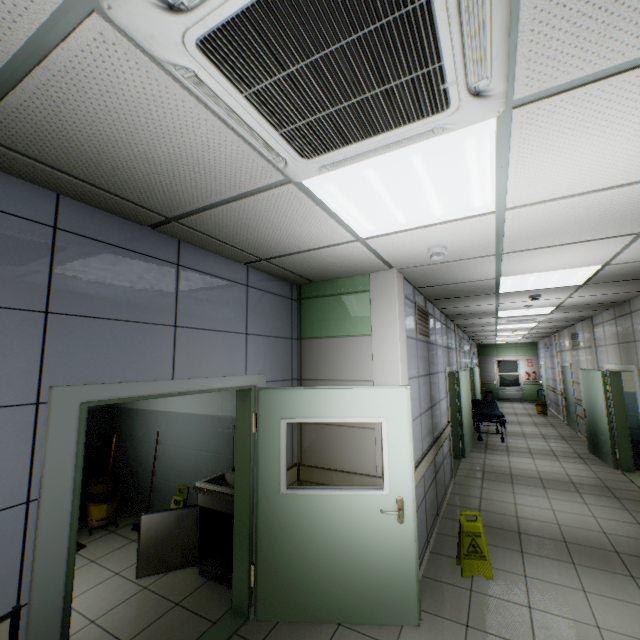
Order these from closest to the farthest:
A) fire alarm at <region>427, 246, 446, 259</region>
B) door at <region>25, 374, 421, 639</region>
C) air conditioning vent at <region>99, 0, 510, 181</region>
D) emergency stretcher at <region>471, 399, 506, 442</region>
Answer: air conditioning vent at <region>99, 0, 510, 181</region> → door at <region>25, 374, 421, 639</region> → fire alarm at <region>427, 246, 446, 259</region> → emergency stretcher at <region>471, 399, 506, 442</region>

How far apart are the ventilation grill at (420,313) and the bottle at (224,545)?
3.2 meters

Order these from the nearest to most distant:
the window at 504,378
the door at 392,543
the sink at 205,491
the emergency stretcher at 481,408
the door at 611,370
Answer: the door at 392,543 → the sink at 205,491 → the door at 611,370 → the emergency stretcher at 481,408 → the window at 504,378

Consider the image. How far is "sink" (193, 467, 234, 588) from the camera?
3.4m

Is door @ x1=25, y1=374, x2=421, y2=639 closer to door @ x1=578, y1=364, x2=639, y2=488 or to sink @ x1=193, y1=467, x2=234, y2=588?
sink @ x1=193, y1=467, x2=234, y2=588

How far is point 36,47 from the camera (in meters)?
1.02

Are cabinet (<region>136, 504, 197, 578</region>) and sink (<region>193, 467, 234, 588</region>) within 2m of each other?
yes

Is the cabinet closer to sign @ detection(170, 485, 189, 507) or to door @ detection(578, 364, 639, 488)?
sign @ detection(170, 485, 189, 507)
